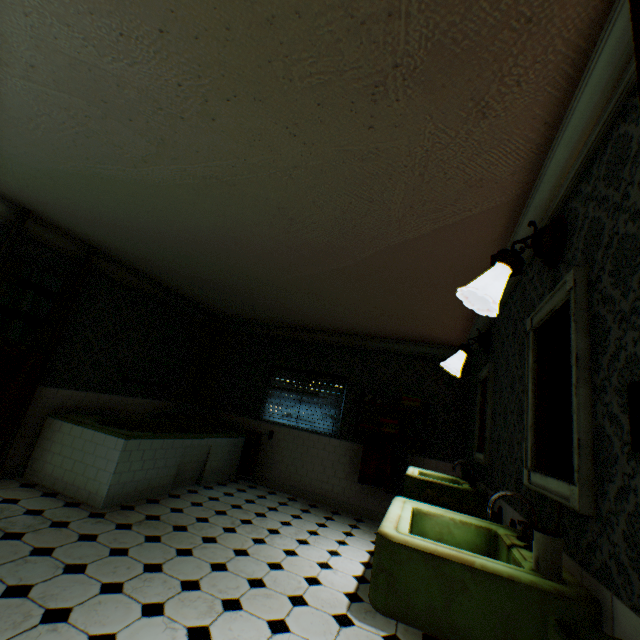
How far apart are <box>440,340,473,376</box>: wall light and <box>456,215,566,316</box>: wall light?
2.0m

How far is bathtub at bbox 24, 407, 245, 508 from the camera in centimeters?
396cm

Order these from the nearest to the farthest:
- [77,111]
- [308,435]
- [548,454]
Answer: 1. [548,454]
2. [77,111]
3. [308,435]

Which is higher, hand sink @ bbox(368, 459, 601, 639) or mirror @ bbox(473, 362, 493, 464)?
mirror @ bbox(473, 362, 493, 464)

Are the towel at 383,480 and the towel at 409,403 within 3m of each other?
yes

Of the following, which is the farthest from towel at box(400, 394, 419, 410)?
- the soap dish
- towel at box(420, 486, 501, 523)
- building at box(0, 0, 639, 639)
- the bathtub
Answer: the soap dish

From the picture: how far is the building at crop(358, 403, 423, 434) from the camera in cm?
583

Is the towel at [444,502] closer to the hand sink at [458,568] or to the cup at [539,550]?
the hand sink at [458,568]
